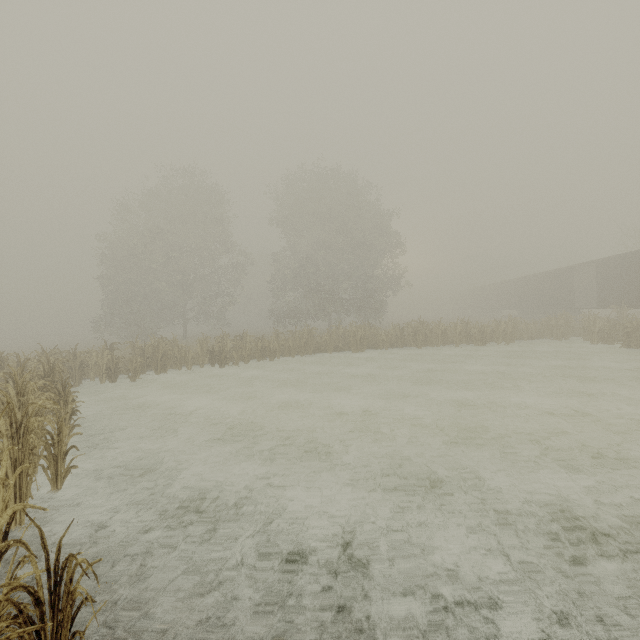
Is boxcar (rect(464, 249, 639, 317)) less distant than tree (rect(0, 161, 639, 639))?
No

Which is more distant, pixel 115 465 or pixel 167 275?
pixel 167 275

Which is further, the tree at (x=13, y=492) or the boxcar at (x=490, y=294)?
the boxcar at (x=490, y=294)
